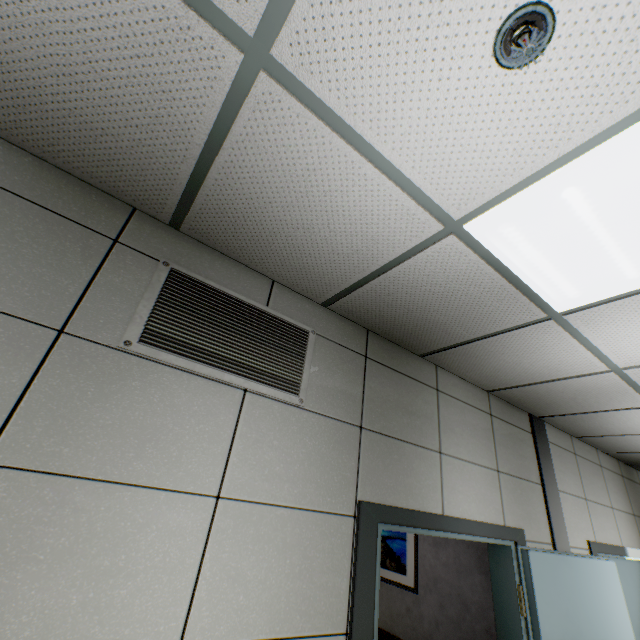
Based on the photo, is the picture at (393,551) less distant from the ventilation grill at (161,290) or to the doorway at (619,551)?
the doorway at (619,551)

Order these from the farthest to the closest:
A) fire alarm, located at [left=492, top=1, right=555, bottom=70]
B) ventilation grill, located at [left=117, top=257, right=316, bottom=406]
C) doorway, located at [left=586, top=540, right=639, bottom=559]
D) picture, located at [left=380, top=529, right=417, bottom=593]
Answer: picture, located at [left=380, top=529, right=417, bottom=593]
doorway, located at [left=586, top=540, right=639, bottom=559]
ventilation grill, located at [left=117, top=257, right=316, bottom=406]
fire alarm, located at [left=492, top=1, right=555, bottom=70]

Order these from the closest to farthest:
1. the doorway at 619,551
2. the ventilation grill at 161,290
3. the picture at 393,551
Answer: the ventilation grill at 161,290 < the doorway at 619,551 < the picture at 393,551

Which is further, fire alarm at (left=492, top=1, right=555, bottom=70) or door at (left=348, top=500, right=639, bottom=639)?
door at (left=348, top=500, right=639, bottom=639)

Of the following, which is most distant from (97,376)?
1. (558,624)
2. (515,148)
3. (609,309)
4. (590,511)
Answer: (590,511)

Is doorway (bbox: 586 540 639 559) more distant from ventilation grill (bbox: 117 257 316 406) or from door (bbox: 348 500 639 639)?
ventilation grill (bbox: 117 257 316 406)

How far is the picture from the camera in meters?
3.8

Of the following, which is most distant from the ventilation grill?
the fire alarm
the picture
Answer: the picture
